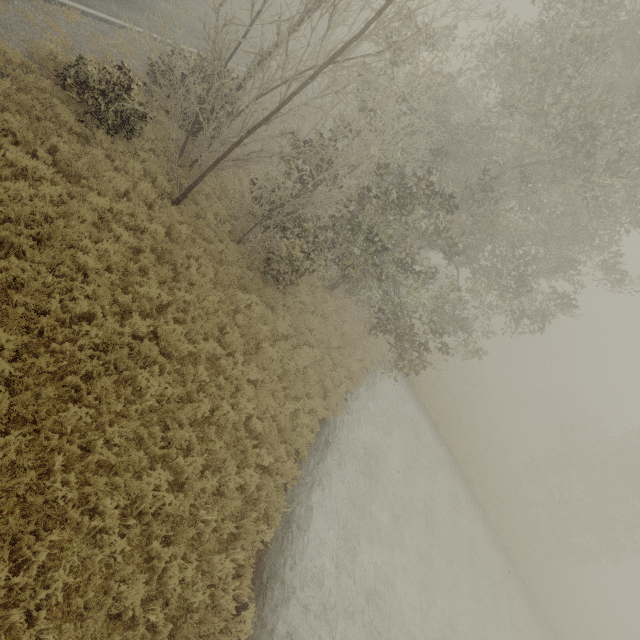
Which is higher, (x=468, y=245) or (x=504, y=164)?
(x=504, y=164)
